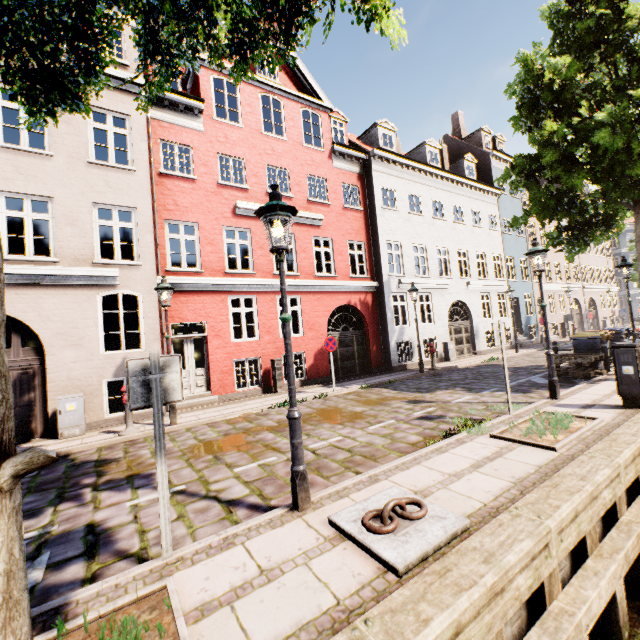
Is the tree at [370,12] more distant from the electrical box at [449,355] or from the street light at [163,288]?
the electrical box at [449,355]

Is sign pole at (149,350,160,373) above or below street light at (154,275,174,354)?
below

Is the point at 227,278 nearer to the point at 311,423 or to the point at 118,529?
the point at 311,423

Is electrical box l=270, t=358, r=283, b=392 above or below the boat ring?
above

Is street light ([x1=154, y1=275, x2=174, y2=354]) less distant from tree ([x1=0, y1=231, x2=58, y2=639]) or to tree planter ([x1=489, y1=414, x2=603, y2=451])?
tree ([x1=0, y1=231, x2=58, y2=639])

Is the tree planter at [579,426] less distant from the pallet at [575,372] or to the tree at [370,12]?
the pallet at [575,372]

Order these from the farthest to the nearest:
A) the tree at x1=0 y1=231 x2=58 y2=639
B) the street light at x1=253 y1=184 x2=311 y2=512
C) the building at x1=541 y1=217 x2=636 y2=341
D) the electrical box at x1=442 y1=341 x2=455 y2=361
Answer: the building at x1=541 y1=217 x2=636 y2=341
the electrical box at x1=442 y1=341 x2=455 y2=361
the street light at x1=253 y1=184 x2=311 y2=512
the tree at x1=0 y1=231 x2=58 y2=639

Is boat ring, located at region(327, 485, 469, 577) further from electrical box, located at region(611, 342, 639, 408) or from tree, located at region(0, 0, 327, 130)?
electrical box, located at region(611, 342, 639, 408)
